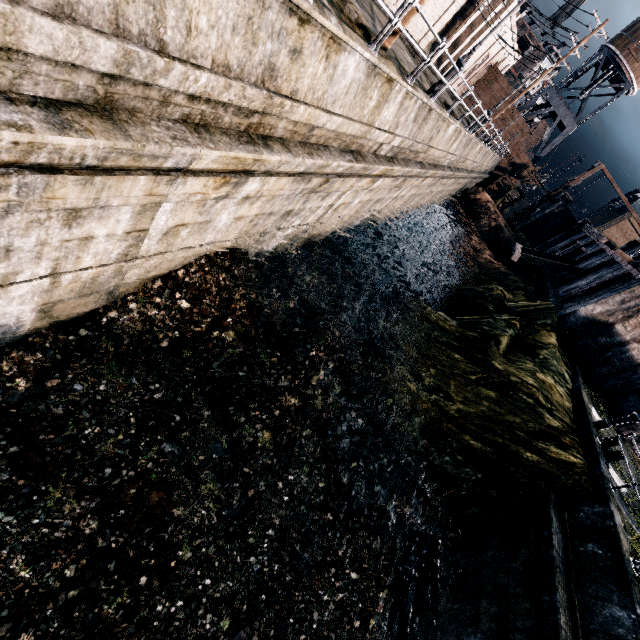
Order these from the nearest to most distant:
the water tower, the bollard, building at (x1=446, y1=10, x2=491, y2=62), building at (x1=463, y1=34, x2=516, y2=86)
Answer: the bollard < building at (x1=446, y1=10, x2=491, y2=62) < building at (x1=463, y1=34, x2=516, y2=86) < the water tower

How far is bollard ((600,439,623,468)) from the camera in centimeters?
1368cm

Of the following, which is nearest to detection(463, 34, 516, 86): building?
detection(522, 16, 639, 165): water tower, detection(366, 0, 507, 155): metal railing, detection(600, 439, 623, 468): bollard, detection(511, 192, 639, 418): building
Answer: detection(522, 16, 639, 165): water tower

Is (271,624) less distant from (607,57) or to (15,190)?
(15,190)

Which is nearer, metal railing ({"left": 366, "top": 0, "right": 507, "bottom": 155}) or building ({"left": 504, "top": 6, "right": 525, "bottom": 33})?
metal railing ({"left": 366, "top": 0, "right": 507, "bottom": 155})

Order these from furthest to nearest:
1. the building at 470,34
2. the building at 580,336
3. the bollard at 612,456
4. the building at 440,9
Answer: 1. the building at 470,34
2. the building at 440,9
3. the building at 580,336
4. the bollard at 612,456

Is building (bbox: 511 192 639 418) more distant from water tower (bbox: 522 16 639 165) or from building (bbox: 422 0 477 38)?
building (bbox: 422 0 477 38)

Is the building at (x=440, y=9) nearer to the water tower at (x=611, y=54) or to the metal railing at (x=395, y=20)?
the water tower at (x=611, y=54)
